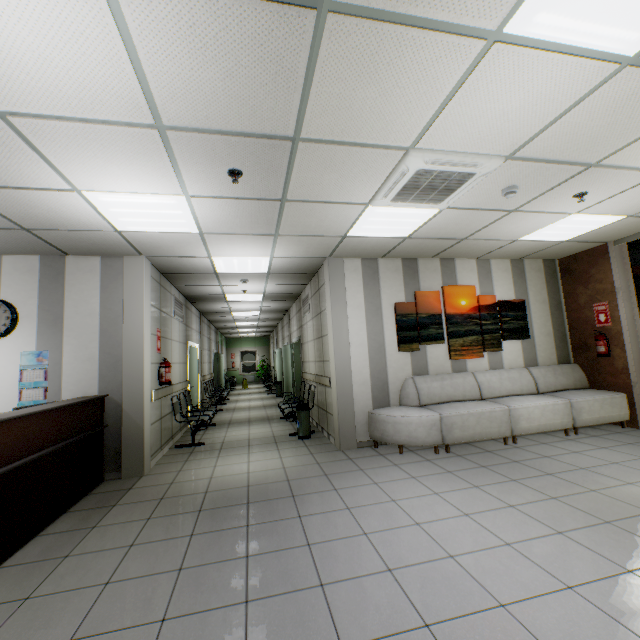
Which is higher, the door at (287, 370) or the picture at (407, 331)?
the picture at (407, 331)

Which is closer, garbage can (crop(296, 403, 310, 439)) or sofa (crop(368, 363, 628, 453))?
sofa (crop(368, 363, 628, 453))

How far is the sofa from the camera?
4.8m

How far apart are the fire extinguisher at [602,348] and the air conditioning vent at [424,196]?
4.40m

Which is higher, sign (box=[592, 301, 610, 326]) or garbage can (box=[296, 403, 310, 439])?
sign (box=[592, 301, 610, 326])

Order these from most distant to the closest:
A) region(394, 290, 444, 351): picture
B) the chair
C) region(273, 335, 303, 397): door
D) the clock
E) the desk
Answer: region(273, 335, 303, 397): door
the chair
region(394, 290, 444, 351): picture
the clock
the desk

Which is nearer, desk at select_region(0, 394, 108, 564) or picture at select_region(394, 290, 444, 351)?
desk at select_region(0, 394, 108, 564)

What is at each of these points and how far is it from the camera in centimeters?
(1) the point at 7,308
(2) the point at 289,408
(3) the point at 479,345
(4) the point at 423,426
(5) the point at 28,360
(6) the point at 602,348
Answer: (1) clock, 452cm
(2) chair, 709cm
(3) picture, 604cm
(4) sofa, 479cm
(5) calendar, 454cm
(6) fire extinguisher, 582cm
